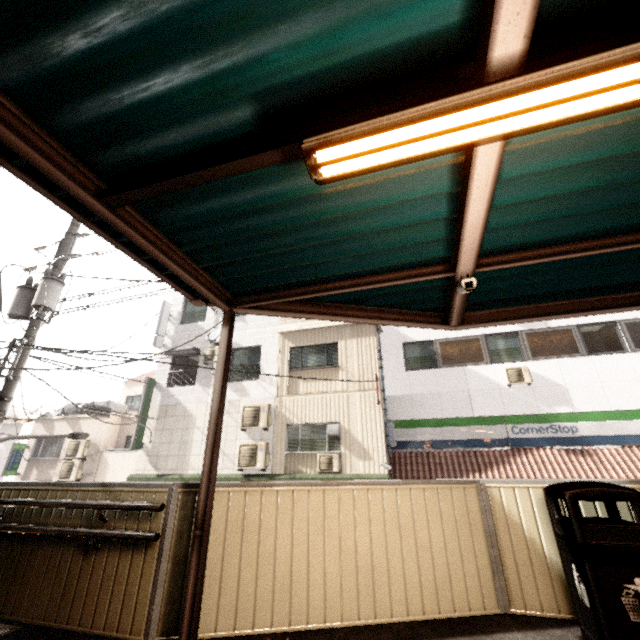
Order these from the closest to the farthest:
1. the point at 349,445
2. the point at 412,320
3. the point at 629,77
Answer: the point at 629,77, the point at 412,320, the point at 349,445

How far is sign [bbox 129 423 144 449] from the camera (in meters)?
12.71

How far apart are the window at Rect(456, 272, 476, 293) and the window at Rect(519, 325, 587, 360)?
10.2m

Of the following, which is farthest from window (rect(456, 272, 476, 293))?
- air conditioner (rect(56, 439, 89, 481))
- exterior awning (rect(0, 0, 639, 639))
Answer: air conditioner (rect(56, 439, 89, 481))

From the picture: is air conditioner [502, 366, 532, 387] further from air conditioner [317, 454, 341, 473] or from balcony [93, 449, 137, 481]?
balcony [93, 449, 137, 481]

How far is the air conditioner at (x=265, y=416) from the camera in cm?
1175

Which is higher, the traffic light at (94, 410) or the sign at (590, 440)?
the traffic light at (94, 410)

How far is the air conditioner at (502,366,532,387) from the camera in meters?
10.8 m
